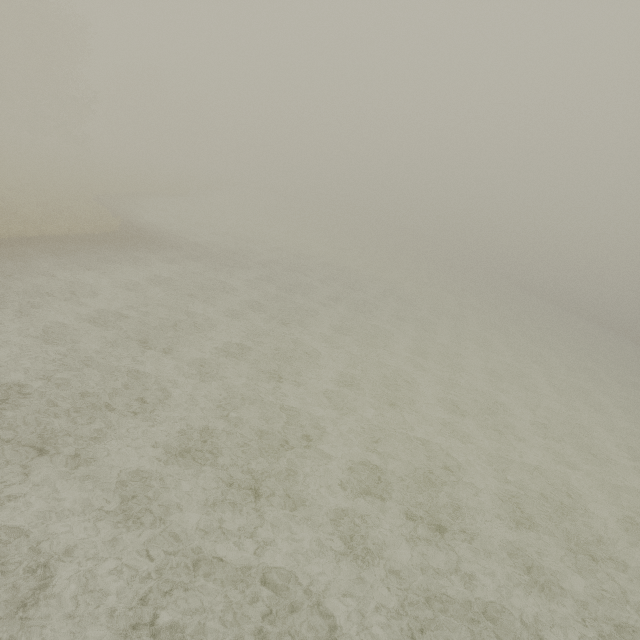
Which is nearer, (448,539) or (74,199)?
(448,539)
